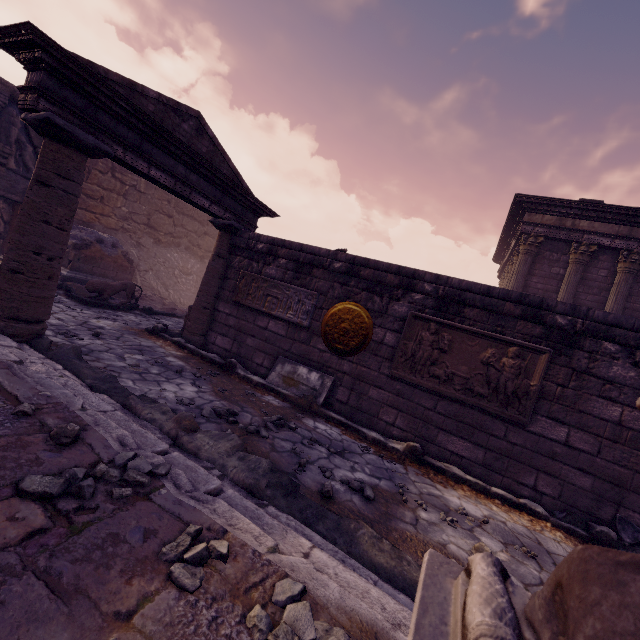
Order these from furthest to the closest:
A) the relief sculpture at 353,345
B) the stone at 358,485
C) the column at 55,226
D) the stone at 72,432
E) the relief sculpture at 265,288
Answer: the relief sculpture at 265,288 → the relief sculpture at 353,345 → the column at 55,226 → the stone at 358,485 → the stone at 72,432

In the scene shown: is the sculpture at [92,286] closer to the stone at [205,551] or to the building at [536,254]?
the stone at [205,551]

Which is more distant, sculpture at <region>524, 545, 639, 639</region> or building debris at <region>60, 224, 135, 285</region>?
building debris at <region>60, 224, 135, 285</region>

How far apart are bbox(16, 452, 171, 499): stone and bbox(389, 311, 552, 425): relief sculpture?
3.7 meters

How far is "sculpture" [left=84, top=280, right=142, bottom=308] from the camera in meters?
8.2

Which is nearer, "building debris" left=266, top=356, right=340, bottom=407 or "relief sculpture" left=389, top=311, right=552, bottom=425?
"relief sculpture" left=389, top=311, right=552, bottom=425

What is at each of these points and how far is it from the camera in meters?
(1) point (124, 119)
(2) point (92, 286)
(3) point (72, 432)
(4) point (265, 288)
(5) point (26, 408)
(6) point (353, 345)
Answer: (1) entablature, 4.5 m
(2) sculpture, 8.2 m
(3) stone, 2.0 m
(4) relief sculpture, 6.4 m
(5) stone, 2.2 m
(6) relief sculpture, 5.5 m

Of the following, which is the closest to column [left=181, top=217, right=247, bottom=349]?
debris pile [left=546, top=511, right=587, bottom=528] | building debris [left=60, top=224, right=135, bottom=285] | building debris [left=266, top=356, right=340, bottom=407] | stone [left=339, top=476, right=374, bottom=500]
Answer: building debris [left=266, top=356, right=340, bottom=407]
